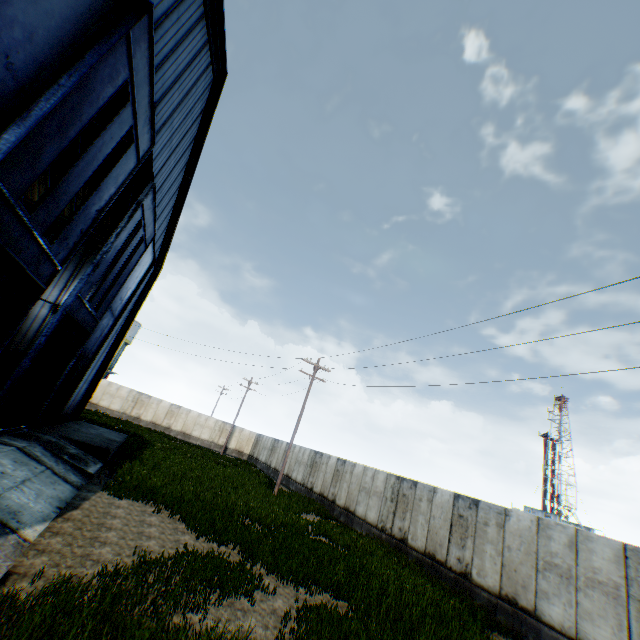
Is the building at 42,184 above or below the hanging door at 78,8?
above

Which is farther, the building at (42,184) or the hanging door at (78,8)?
the building at (42,184)

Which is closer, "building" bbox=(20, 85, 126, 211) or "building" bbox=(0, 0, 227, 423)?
"building" bbox=(0, 0, 227, 423)

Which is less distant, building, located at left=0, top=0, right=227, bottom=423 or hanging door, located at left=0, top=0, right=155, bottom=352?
hanging door, located at left=0, top=0, right=155, bottom=352

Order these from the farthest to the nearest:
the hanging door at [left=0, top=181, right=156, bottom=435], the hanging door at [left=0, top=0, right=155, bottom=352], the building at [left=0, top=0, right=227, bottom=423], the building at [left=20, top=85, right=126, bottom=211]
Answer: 1. the building at [left=20, top=85, right=126, bottom=211]
2. the hanging door at [left=0, top=181, right=156, bottom=435]
3. the building at [left=0, top=0, right=227, bottom=423]
4. the hanging door at [left=0, top=0, right=155, bottom=352]

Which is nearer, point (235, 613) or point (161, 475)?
point (235, 613)

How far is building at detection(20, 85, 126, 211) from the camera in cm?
1608
